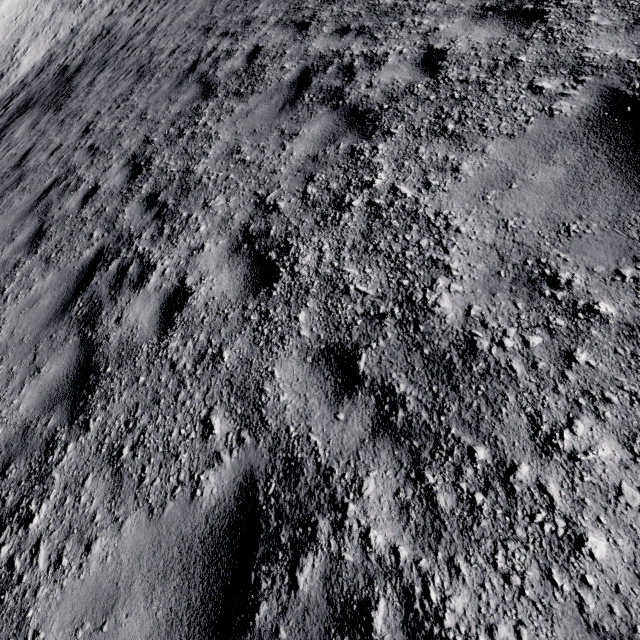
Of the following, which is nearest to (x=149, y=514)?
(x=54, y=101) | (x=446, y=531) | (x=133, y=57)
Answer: (x=446, y=531)
